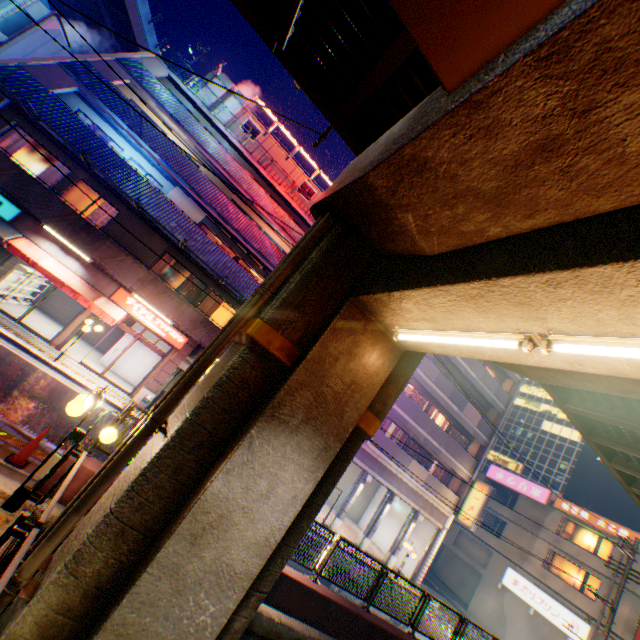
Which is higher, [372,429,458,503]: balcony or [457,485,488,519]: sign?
[457,485,488,519]: sign

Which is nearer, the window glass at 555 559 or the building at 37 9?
the building at 37 9

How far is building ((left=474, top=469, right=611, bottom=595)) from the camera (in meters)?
24.77

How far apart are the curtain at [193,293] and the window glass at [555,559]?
35.0 meters

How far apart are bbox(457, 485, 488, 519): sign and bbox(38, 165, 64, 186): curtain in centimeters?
3203cm

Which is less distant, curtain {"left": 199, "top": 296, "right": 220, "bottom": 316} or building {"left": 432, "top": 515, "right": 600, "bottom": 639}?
curtain {"left": 199, "top": 296, "right": 220, "bottom": 316}

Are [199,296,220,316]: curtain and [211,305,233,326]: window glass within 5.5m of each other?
yes

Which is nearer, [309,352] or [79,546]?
[79,546]
